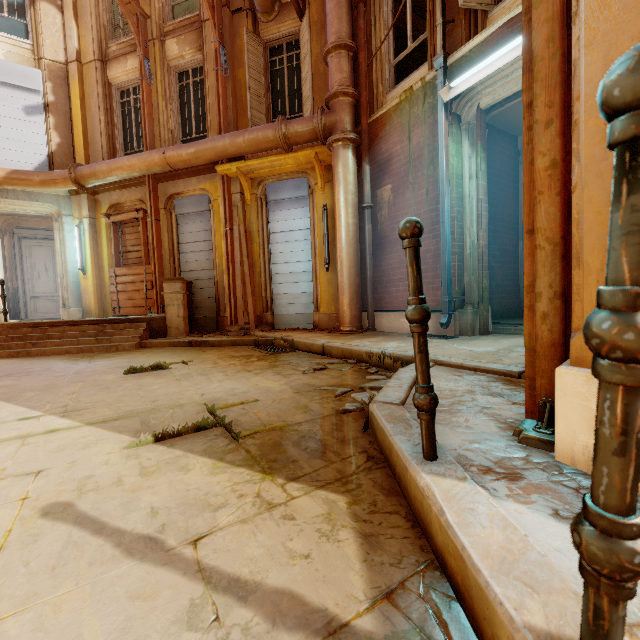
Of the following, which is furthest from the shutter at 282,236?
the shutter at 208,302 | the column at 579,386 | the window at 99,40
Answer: the column at 579,386

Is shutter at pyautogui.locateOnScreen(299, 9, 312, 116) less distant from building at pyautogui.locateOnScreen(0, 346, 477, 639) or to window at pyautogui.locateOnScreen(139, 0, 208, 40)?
window at pyautogui.locateOnScreen(139, 0, 208, 40)

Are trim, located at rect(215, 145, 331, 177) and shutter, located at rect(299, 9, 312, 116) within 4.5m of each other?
yes

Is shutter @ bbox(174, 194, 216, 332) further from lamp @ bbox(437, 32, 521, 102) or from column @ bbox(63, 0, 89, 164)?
lamp @ bbox(437, 32, 521, 102)

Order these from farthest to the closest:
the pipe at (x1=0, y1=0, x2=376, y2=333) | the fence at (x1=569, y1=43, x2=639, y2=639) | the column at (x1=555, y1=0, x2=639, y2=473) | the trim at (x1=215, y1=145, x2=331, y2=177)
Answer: the trim at (x1=215, y1=145, x2=331, y2=177), the pipe at (x1=0, y1=0, x2=376, y2=333), the column at (x1=555, y1=0, x2=639, y2=473), the fence at (x1=569, y1=43, x2=639, y2=639)

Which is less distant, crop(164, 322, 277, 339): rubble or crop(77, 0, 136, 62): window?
crop(164, 322, 277, 339): rubble

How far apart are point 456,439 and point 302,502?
0.8m

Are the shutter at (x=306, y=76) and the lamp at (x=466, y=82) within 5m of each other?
yes
